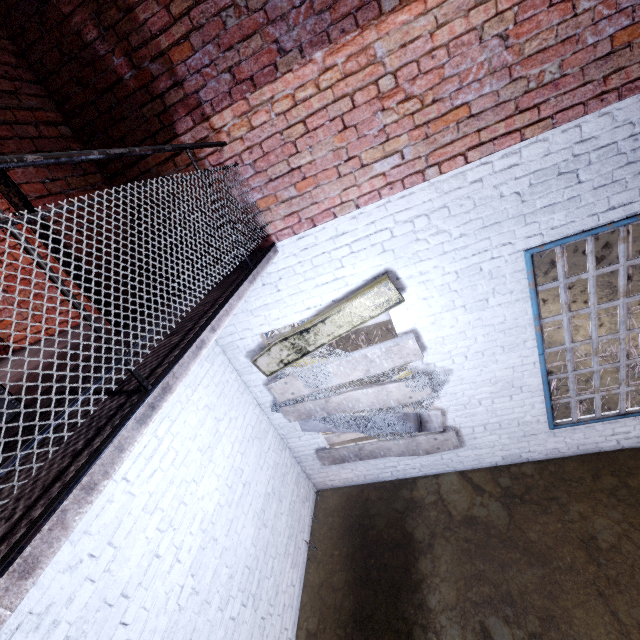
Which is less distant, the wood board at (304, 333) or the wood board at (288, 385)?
the wood board at (304, 333)

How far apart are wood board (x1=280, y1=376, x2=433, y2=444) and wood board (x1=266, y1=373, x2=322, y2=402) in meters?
0.1

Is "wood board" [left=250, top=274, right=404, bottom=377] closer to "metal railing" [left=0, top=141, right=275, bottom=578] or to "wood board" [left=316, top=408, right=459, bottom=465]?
"wood board" [left=316, top=408, right=459, bottom=465]

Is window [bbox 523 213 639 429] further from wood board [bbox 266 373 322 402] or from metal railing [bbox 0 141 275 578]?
metal railing [bbox 0 141 275 578]

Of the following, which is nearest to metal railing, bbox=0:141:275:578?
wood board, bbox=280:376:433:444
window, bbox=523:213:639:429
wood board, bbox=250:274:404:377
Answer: wood board, bbox=250:274:404:377

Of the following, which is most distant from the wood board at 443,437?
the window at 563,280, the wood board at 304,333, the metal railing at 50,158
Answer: the metal railing at 50,158

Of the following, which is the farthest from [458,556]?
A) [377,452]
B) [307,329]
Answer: [307,329]
